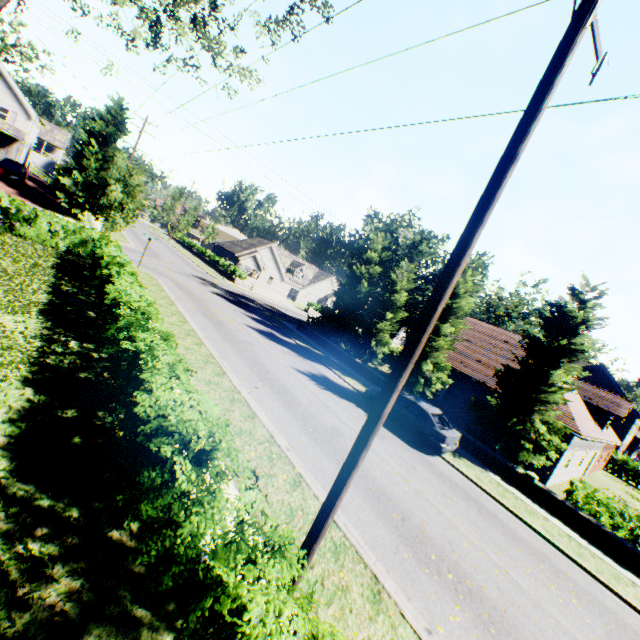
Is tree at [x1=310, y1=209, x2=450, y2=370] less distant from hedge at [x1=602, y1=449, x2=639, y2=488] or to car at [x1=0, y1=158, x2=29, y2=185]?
hedge at [x1=602, y1=449, x2=639, y2=488]

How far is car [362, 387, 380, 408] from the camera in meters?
16.3

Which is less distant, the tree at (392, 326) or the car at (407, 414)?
the car at (407, 414)

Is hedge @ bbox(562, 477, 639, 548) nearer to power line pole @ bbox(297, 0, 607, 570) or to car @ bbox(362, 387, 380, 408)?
car @ bbox(362, 387, 380, 408)

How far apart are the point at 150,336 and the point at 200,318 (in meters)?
11.08

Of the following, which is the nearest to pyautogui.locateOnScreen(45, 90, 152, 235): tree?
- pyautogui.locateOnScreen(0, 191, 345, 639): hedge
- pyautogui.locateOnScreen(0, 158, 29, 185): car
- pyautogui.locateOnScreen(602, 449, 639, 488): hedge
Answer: pyautogui.locateOnScreen(602, 449, 639, 488): hedge

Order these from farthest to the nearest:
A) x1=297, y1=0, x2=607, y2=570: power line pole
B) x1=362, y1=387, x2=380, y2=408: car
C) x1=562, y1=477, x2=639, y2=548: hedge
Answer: x1=362, y1=387, x2=380, y2=408: car < x1=562, y1=477, x2=639, y2=548: hedge < x1=297, y1=0, x2=607, y2=570: power line pole

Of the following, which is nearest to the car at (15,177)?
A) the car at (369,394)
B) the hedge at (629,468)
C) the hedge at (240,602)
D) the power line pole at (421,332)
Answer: the hedge at (240,602)
